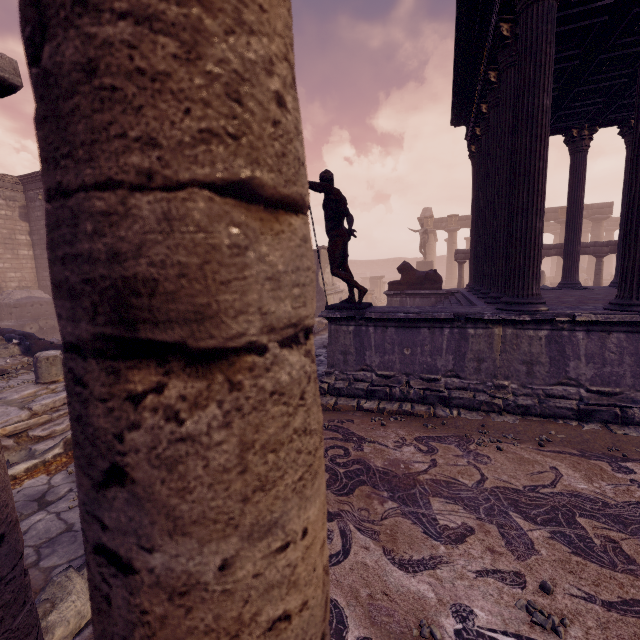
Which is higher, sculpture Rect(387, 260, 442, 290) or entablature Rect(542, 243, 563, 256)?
entablature Rect(542, 243, 563, 256)

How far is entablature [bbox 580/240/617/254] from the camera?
13.8 meters

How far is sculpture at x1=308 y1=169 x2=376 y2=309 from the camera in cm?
563

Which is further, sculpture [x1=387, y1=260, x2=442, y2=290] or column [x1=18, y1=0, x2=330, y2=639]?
sculpture [x1=387, y1=260, x2=442, y2=290]

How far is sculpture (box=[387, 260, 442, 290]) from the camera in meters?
11.9

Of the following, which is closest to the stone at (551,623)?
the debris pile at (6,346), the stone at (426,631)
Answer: the stone at (426,631)

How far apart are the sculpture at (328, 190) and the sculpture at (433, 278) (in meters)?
6.36

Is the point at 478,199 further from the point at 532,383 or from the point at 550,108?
the point at 532,383
